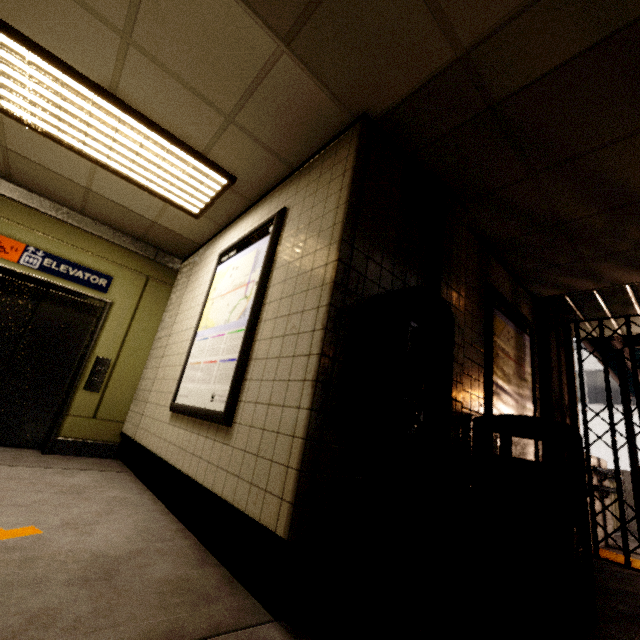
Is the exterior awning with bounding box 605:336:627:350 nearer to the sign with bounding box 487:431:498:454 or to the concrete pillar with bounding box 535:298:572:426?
the concrete pillar with bounding box 535:298:572:426

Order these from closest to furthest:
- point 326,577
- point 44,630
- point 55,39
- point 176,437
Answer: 1. point 44,630
2. point 326,577
3. point 55,39
4. point 176,437

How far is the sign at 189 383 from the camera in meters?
2.3 m

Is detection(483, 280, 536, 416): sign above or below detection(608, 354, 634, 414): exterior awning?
below

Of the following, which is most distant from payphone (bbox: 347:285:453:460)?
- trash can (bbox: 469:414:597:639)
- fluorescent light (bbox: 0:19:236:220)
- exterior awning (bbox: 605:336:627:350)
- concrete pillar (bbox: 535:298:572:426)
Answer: exterior awning (bbox: 605:336:627:350)

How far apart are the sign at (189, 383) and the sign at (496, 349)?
2.1m

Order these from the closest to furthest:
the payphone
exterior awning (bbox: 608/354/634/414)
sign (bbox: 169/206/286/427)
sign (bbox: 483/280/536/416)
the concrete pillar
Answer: the payphone
sign (bbox: 169/206/286/427)
sign (bbox: 483/280/536/416)
the concrete pillar
exterior awning (bbox: 608/354/634/414)

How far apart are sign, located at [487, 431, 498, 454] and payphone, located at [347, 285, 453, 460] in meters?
1.2 m
